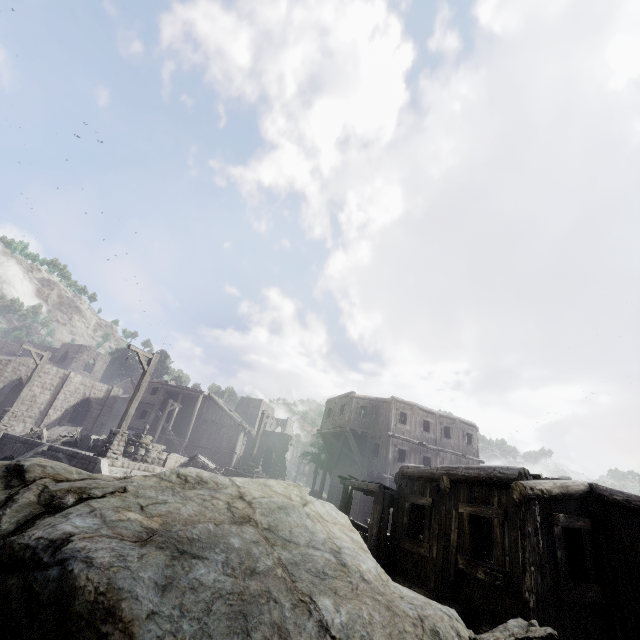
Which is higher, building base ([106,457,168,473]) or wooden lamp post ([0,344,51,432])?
wooden lamp post ([0,344,51,432])

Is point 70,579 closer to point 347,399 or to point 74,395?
point 347,399

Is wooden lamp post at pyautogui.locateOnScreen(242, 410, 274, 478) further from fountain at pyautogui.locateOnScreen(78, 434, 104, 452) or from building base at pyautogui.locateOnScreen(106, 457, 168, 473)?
fountain at pyautogui.locateOnScreen(78, 434, 104, 452)

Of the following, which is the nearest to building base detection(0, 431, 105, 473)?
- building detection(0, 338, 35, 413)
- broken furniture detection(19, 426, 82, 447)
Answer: broken furniture detection(19, 426, 82, 447)

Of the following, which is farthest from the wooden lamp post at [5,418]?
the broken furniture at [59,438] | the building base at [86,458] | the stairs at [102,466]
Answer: the stairs at [102,466]

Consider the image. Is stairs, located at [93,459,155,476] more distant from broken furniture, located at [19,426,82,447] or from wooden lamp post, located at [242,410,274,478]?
wooden lamp post, located at [242,410,274,478]

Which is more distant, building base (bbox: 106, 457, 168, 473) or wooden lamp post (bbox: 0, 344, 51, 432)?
wooden lamp post (bbox: 0, 344, 51, 432)

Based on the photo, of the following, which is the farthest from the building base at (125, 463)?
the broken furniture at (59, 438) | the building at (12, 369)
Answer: the building at (12, 369)
